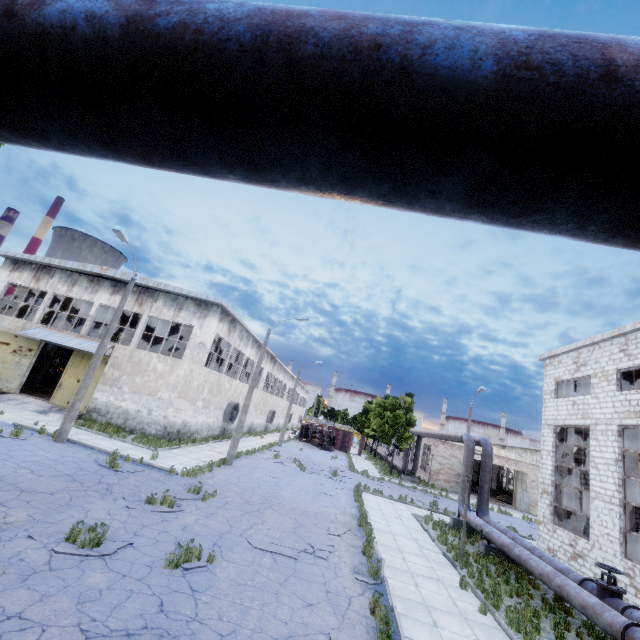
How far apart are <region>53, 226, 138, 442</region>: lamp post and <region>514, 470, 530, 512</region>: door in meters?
38.5 m

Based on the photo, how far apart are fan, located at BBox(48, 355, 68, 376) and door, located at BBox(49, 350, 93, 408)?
11.9 meters

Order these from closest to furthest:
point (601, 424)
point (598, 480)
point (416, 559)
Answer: point (416, 559), point (598, 480), point (601, 424)

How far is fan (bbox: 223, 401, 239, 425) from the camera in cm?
2889

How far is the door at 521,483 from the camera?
32.8m

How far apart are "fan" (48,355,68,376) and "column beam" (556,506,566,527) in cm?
4168

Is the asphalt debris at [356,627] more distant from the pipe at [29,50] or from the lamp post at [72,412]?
the lamp post at [72,412]

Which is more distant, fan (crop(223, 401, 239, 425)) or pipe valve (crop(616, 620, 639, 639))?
fan (crop(223, 401, 239, 425))
